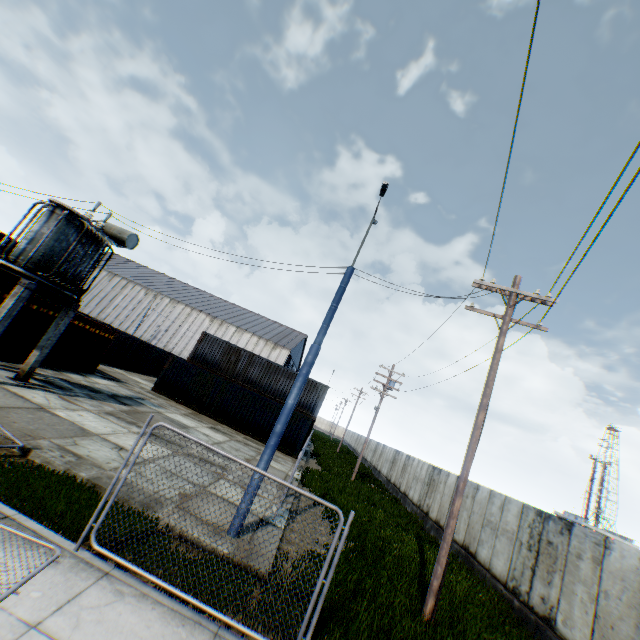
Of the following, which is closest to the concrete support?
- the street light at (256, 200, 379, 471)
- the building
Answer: the street light at (256, 200, 379, 471)

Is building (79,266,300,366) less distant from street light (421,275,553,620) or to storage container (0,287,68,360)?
storage container (0,287,68,360)

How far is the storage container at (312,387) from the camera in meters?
23.4 m

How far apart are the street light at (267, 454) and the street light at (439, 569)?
3.7m

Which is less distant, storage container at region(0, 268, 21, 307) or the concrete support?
the concrete support

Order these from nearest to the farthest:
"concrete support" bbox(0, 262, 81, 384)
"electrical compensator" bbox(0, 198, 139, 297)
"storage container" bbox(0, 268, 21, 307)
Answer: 1. "concrete support" bbox(0, 262, 81, 384)
2. "electrical compensator" bbox(0, 198, 139, 297)
3. "storage container" bbox(0, 268, 21, 307)

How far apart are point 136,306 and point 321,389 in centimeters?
4302cm

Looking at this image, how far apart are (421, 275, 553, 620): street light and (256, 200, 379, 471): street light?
3.7m
